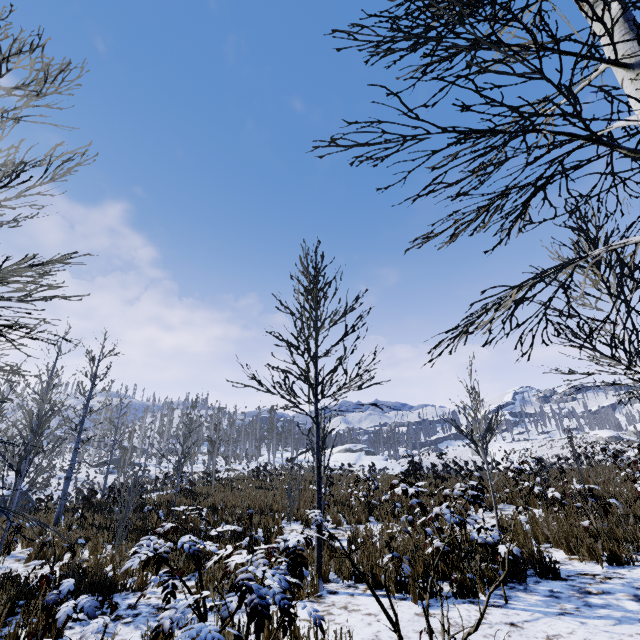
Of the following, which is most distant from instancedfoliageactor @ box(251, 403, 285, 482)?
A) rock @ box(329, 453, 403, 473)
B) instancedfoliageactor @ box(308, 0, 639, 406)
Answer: rock @ box(329, 453, 403, 473)

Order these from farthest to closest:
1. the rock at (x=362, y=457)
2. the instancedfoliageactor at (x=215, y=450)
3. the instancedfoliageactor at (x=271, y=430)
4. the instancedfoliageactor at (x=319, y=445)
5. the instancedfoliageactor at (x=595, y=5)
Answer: the rock at (x=362, y=457), the instancedfoliageactor at (x=271, y=430), the instancedfoliageactor at (x=215, y=450), the instancedfoliageactor at (x=319, y=445), the instancedfoliageactor at (x=595, y=5)

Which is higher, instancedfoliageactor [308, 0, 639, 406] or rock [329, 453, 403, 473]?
instancedfoliageactor [308, 0, 639, 406]

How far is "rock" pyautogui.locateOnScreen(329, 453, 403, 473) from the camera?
50.4 meters

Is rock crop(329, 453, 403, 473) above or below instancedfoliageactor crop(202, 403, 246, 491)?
below

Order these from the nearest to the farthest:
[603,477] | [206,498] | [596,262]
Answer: [596,262]
[603,477]
[206,498]

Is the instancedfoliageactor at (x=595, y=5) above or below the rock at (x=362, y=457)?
above

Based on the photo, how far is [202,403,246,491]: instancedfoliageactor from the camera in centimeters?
1928cm
